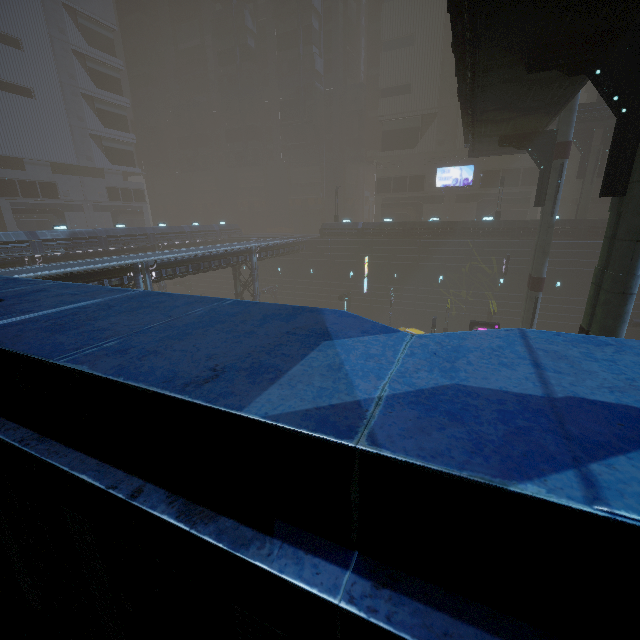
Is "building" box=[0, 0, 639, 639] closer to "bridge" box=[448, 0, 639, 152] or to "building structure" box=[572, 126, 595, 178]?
"building structure" box=[572, 126, 595, 178]

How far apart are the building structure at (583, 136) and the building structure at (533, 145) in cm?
1651

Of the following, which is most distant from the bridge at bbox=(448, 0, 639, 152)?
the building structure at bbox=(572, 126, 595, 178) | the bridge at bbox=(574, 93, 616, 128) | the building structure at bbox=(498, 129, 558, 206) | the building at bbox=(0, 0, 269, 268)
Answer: the building structure at bbox=(572, 126, 595, 178)

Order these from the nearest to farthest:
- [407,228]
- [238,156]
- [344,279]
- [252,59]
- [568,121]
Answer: [568,121] → [407,228] → [344,279] → [252,59] → [238,156]

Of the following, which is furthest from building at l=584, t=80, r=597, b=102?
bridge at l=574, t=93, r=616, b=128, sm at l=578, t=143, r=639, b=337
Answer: bridge at l=574, t=93, r=616, b=128

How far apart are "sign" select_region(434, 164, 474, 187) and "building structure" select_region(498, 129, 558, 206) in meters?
27.4 m

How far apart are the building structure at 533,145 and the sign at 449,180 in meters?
27.4 m

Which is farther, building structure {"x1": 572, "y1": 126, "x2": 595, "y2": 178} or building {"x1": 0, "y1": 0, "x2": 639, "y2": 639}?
building structure {"x1": 572, "y1": 126, "x2": 595, "y2": 178}
